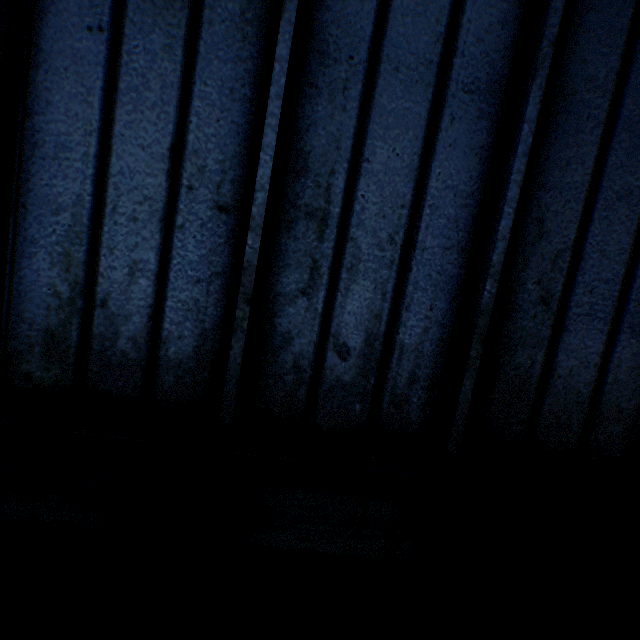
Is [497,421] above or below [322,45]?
below
